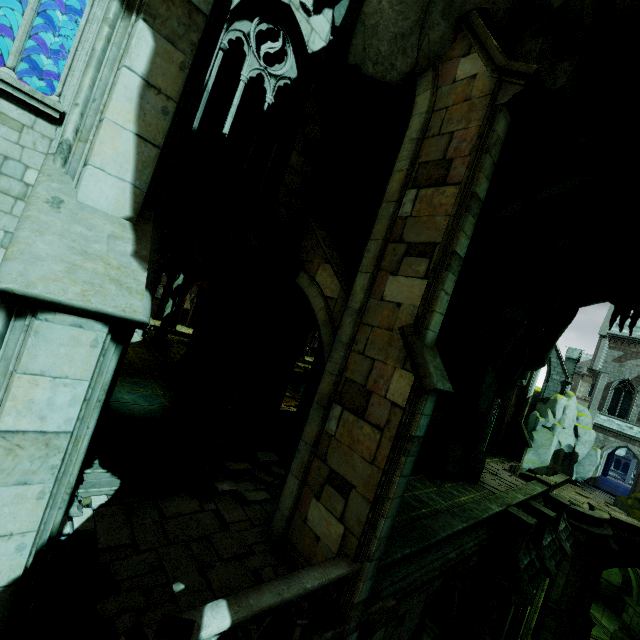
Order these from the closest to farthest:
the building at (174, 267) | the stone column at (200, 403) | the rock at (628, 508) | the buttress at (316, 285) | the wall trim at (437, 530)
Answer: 1. the buttress at (316, 285)
2. the wall trim at (437, 530)
3. the stone column at (200, 403)
4. the building at (174, 267)
5. the rock at (628, 508)

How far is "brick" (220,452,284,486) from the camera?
9.64m

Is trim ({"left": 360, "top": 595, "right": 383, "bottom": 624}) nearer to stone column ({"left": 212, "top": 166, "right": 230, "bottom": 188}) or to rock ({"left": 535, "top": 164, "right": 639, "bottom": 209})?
rock ({"left": 535, "top": 164, "right": 639, "bottom": 209})

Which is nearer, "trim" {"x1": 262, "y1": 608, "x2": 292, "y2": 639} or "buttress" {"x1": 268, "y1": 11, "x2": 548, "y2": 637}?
"trim" {"x1": 262, "y1": 608, "x2": 292, "y2": 639}

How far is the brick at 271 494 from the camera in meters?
8.8

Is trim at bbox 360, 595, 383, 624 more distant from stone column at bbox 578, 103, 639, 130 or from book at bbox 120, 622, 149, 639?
stone column at bbox 578, 103, 639, 130

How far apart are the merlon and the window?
36.2 meters

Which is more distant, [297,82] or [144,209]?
[297,82]
